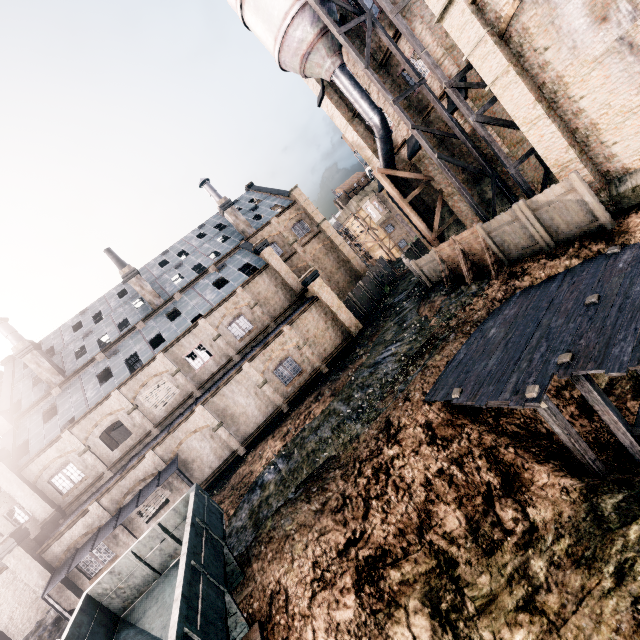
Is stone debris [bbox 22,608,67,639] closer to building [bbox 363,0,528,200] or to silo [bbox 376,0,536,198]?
silo [bbox 376,0,536,198]

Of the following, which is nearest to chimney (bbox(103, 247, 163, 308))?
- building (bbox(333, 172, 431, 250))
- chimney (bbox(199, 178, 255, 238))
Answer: building (bbox(333, 172, 431, 250))

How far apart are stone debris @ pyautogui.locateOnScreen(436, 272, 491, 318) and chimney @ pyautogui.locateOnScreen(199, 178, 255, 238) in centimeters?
2438cm

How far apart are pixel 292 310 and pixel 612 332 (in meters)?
25.29

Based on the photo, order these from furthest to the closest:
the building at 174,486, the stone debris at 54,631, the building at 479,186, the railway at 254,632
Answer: the building at 479,186 < the building at 174,486 < the stone debris at 54,631 < the railway at 254,632

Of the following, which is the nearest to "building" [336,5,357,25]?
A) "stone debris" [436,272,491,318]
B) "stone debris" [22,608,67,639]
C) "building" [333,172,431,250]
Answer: "stone debris" [436,272,491,318]

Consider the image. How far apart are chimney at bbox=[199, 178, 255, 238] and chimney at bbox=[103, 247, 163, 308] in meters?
10.8 m

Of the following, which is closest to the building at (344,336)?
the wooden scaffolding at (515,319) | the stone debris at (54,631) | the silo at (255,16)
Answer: the stone debris at (54,631)
